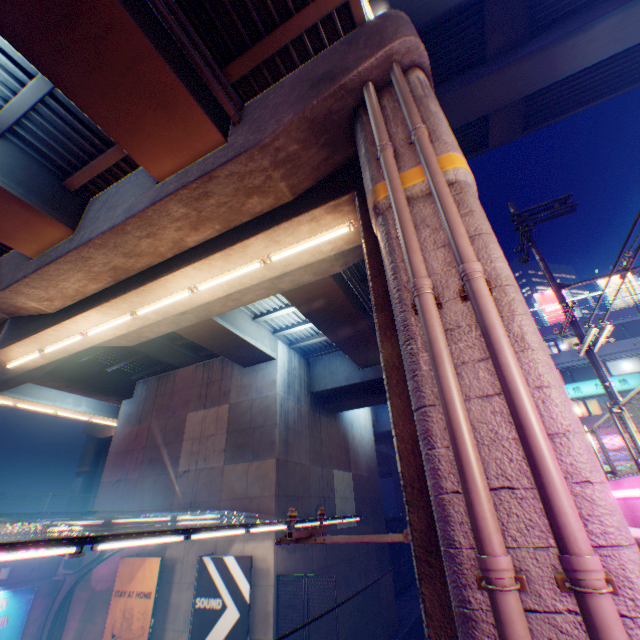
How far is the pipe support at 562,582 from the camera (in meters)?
2.03

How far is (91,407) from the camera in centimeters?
2364cm

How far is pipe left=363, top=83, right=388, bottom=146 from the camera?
5.14m

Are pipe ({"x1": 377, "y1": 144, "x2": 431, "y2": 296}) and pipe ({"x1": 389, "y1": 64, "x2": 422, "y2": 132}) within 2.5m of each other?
yes

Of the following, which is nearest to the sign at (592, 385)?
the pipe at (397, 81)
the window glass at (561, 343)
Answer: the window glass at (561, 343)

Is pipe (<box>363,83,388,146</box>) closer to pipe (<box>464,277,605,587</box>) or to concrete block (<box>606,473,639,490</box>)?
pipe (<box>464,277,605,587</box>)

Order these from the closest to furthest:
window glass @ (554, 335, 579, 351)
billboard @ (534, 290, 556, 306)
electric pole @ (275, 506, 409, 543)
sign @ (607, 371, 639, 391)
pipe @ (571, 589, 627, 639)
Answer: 1. pipe @ (571, 589, 627, 639)
2. electric pole @ (275, 506, 409, 543)
3. sign @ (607, 371, 639, 391)
4. window glass @ (554, 335, 579, 351)
5. billboard @ (534, 290, 556, 306)

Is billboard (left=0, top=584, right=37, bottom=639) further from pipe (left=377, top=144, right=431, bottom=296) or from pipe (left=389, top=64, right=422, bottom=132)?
pipe (left=389, top=64, right=422, bottom=132)
